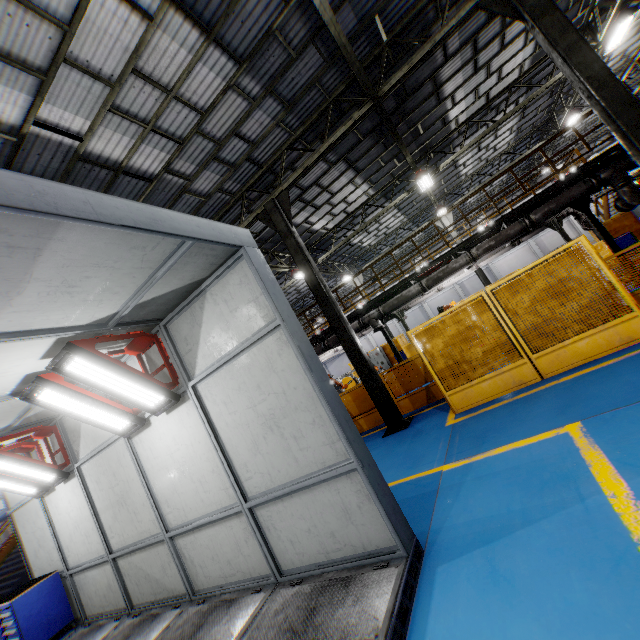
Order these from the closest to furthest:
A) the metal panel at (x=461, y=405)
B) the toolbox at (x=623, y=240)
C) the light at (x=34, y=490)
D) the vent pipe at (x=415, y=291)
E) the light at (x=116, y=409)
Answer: the light at (x=116, y=409), the light at (x=34, y=490), the metal panel at (x=461, y=405), the vent pipe at (x=415, y=291), the toolbox at (x=623, y=240)

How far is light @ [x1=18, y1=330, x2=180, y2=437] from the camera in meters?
4.2

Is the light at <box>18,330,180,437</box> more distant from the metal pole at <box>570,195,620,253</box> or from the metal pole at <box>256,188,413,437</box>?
the metal pole at <box>570,195,620,253</box>

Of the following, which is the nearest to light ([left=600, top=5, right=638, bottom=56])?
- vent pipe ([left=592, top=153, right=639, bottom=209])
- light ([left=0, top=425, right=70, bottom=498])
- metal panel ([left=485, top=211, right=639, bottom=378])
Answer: vent pipe ([left=592, top=153, right=639, bottom=209])

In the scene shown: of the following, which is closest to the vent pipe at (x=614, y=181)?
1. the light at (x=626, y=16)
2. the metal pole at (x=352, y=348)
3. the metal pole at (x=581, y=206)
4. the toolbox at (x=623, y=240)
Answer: the metal pole at (x=581, y=206)

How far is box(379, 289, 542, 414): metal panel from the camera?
7.1m

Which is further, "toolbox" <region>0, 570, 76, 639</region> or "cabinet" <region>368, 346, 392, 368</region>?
"cabinet" <region>368, 346, 392, 368</region>

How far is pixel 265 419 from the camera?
4.20m
